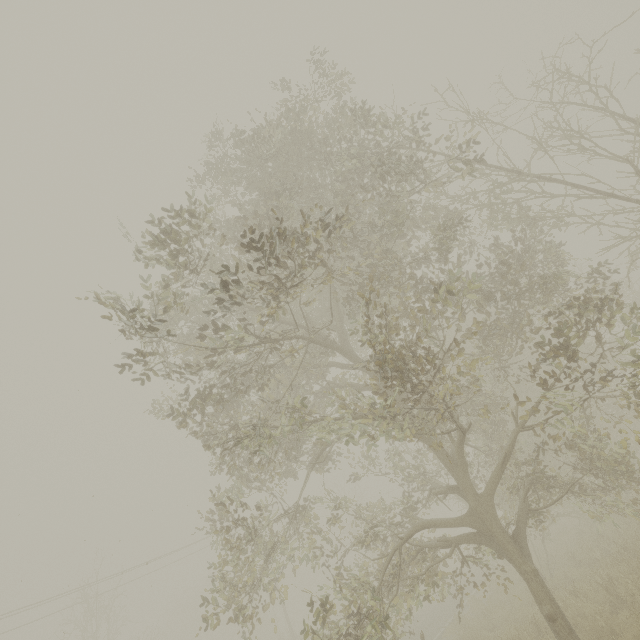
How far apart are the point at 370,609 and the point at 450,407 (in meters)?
3.71
